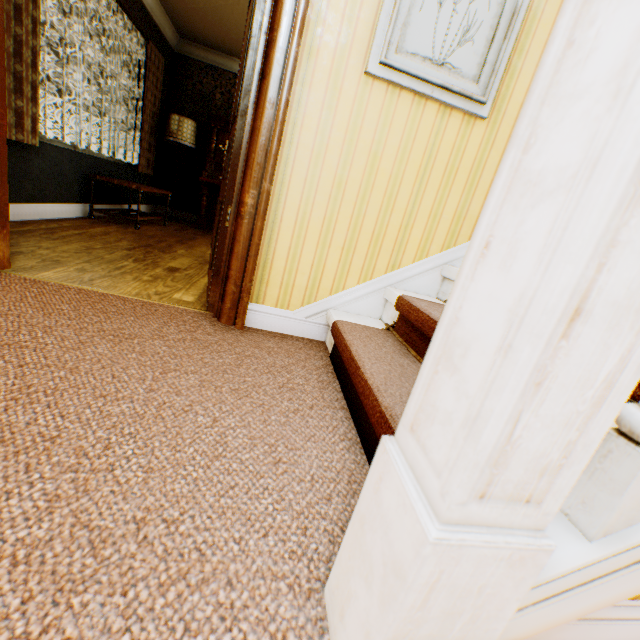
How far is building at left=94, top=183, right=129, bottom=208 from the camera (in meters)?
4.49

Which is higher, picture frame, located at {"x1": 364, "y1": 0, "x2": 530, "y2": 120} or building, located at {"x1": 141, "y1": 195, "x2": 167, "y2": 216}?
picture frame, located at {"x1": 364, "y1": 0, "x2": 530, "y2": 120}

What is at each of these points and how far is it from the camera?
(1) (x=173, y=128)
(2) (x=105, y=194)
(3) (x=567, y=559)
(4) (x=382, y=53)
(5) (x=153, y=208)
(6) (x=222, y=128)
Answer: (1) lamp, 5.60m
(2) building, 4.69m
(3) building, 0.54m
(4) picture frame, 1.65m
(5) building, 6.66m
(6) piano, 5.91m

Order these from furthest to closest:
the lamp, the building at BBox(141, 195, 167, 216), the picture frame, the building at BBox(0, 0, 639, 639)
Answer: the building at BBox(141, 195, 167, 216)
the lamp
the picture frame
the building at BBox(0, 0, 639, 639)

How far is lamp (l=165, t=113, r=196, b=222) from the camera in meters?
5.6

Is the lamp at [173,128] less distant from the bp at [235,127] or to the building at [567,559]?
the building at [567,559]

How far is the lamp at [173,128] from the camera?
5.6m
